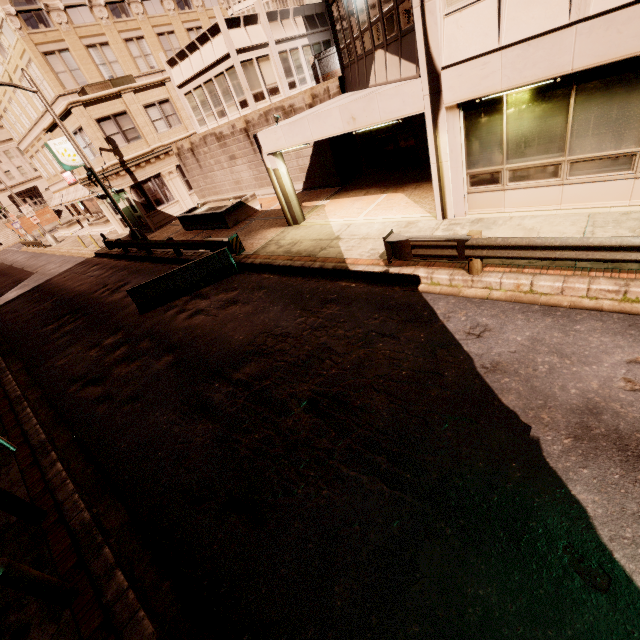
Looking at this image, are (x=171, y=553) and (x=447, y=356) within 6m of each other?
yes

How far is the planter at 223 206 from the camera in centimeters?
1717cm

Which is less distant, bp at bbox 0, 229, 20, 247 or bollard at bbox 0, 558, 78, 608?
bollard at bbox 0, 558, 78, 608

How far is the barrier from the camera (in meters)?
11.84

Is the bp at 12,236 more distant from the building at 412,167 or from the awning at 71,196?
the building at 412,167

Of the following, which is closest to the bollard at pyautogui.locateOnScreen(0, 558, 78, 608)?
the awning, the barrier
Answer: the barrier

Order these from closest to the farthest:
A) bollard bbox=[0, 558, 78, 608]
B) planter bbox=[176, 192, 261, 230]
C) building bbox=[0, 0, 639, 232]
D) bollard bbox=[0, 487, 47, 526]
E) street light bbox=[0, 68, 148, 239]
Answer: bollard bbox=[0, 558, 78, 608]
bollard bbox=[0, 487, 47, 526]
building bbox=[0, 0, 639, 232]
street light bbox=[0, 68, 148, 239]
planter bbox=[176, 192, 261, 230]

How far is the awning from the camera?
32.7 meters
